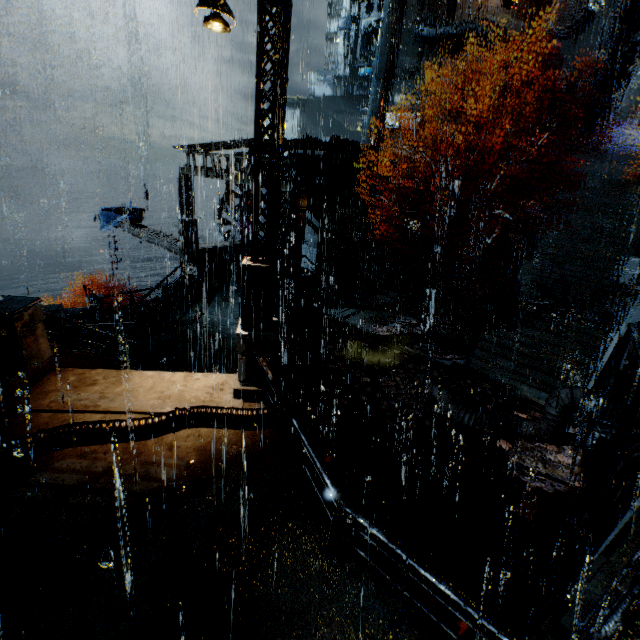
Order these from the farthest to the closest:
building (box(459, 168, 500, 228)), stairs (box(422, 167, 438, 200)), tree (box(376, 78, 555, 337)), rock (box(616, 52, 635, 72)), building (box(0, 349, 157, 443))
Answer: rock (box(616, 52, 635, 72)) < stairs (box(422, 167, 438, 200)) < building (box(459, 168, 500, 228)) < tree (box(376, 78, 555, 337)) < building (box(0, 349, 157, 443))

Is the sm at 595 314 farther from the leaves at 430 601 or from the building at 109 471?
the leaves at 430 601

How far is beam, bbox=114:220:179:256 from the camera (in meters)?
21.94

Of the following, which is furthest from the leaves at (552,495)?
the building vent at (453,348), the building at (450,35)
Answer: the building vent at (453,348)

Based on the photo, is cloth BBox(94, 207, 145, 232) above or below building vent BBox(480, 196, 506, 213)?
below

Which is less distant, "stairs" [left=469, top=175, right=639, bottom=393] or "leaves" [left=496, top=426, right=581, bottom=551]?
"leaves" [left=496, top=426, right=581, bottom=551]

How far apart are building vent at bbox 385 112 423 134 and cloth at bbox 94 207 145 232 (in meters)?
28.94

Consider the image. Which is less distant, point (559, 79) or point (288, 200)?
point (288, 200)
